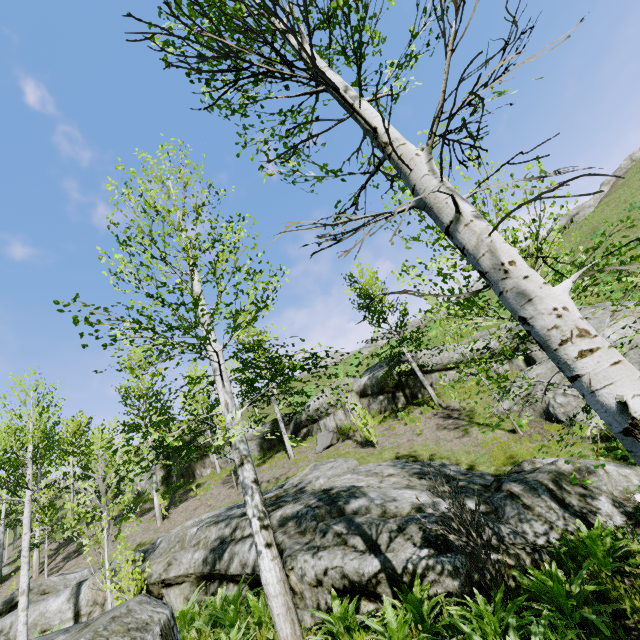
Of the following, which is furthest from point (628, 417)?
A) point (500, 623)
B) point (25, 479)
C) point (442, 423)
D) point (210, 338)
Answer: point (25, 479)

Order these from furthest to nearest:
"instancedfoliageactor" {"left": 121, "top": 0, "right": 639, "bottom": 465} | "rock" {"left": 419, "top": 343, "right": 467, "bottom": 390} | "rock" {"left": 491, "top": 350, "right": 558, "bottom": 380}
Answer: "rock" {"left": 419, "top": 343, "right": 467, "bottom": 390} < "rock" {"left": 491, "top": 350, "right": 558, "bottom": 380} < "instancedfoliageactor" {"left": 121, "top": 0, "right": 639, "bottom": 465}

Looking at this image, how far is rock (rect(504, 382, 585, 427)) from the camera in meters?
10.2 m

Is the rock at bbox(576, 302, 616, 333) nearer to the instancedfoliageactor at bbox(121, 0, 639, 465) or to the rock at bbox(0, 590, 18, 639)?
the rock at bbox(0, 590, 18, 639)

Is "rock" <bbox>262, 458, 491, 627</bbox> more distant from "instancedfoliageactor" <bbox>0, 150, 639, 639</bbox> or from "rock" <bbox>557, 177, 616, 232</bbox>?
"rock" <bbox>557, 177, 616, 232</bbox>

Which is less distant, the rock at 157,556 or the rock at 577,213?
the rock at 157,556

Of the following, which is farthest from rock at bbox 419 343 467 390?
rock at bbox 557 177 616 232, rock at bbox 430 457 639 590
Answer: rock at bbox 557 177 616 232

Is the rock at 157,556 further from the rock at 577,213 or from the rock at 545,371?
the rock at 577,213
